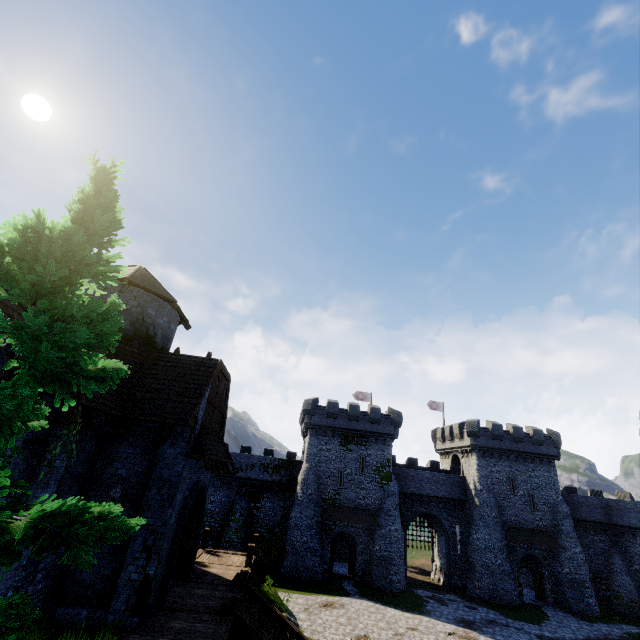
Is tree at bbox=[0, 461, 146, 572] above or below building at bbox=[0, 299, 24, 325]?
below

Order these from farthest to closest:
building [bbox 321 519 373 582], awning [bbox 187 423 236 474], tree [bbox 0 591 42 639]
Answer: building [bbox 321 519 373 582] < awning [bbox 187 423 236 474] < tree [bbox 0 591 42 639]

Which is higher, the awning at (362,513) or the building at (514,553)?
the awning at (362,513)

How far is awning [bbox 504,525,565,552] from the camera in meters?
33.4

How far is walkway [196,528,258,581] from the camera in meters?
16.8

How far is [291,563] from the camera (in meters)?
31.02

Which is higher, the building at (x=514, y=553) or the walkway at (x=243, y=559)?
the walkway at (x=243, y=559)

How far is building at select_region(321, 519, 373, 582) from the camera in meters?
31.8 m
